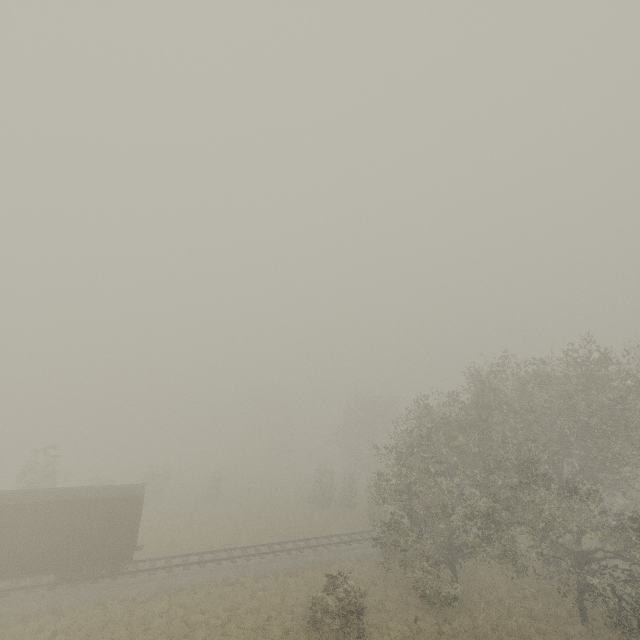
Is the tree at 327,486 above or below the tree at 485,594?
above

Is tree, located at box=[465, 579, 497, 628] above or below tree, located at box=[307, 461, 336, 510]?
below

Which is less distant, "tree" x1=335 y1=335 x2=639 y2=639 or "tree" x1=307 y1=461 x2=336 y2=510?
"tree" x1=335 y1=335 x2=639 y2=639

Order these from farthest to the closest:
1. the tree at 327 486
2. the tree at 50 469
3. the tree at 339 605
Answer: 1. the tree at 327 486
2. the tree at 50 469
3. the tree at 339 605

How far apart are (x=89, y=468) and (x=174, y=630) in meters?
52.6 m

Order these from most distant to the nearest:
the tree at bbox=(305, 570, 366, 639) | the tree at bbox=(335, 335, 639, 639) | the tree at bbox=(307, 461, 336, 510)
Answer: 1. the tree at bbox=(307, 461, 336, 510)
2. the tree at bbox=(335, 335, 639, 639)
3. the tree at bbox=(305, 570, 366, 639)

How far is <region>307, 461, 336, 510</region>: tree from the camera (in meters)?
36.91
